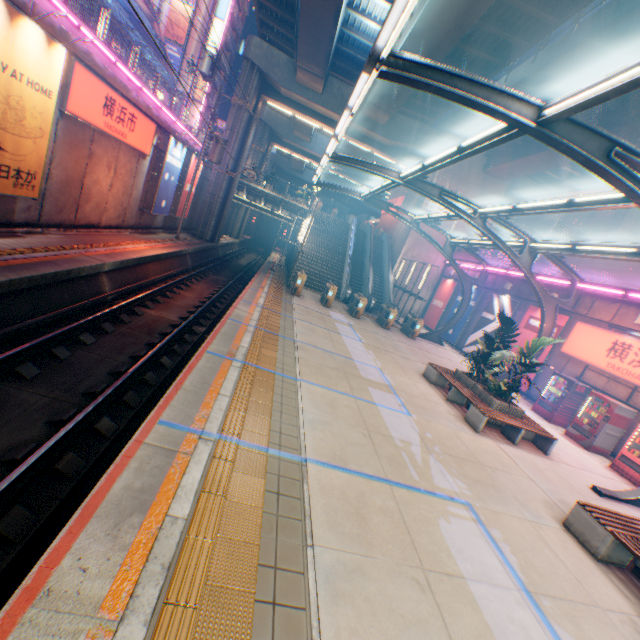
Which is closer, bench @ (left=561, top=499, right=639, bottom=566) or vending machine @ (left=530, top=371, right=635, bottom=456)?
bench @ (left=561, top=499, right=639, bottom=566)

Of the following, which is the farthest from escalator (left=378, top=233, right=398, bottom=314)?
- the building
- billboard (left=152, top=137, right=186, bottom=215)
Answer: the building

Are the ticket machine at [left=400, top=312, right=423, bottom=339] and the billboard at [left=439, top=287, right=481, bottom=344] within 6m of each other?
yes

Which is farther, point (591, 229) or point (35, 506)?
point (591, 229)

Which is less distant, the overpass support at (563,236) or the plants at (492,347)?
the plants at (492,347)

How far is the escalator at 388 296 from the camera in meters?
25.9

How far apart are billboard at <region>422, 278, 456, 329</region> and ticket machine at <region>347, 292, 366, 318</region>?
8.90m

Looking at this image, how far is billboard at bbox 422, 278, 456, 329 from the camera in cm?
2639
